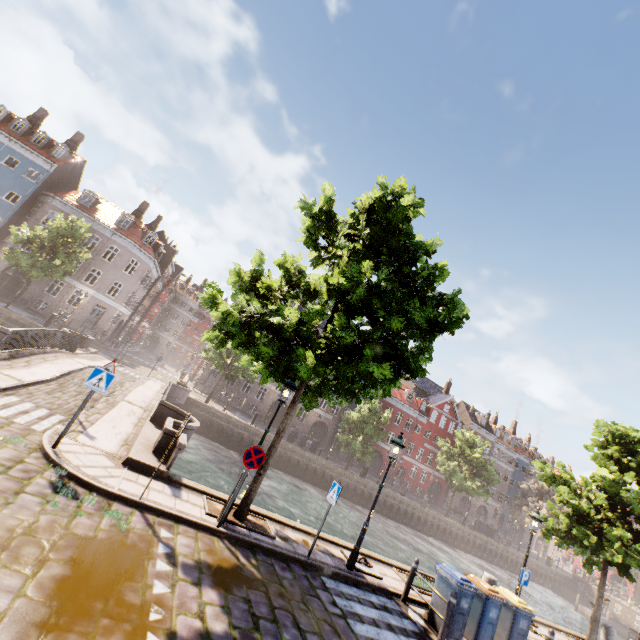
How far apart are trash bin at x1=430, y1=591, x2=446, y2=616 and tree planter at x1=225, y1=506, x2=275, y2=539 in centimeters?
459cm

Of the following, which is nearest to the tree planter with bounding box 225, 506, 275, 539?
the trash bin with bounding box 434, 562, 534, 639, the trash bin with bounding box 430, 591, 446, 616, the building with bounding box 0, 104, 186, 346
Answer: the trash bin with bounding box 430, 591, 446, 616

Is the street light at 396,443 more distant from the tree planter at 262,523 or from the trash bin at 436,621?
the tree planter at 262,523

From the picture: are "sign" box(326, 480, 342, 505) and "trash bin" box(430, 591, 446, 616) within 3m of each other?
no

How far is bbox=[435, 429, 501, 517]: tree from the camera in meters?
36.5

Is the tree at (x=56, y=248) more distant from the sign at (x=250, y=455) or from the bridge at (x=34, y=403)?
the bridge at (x=34, y=403)

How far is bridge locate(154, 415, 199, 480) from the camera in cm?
850

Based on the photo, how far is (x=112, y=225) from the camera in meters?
34.6 m
